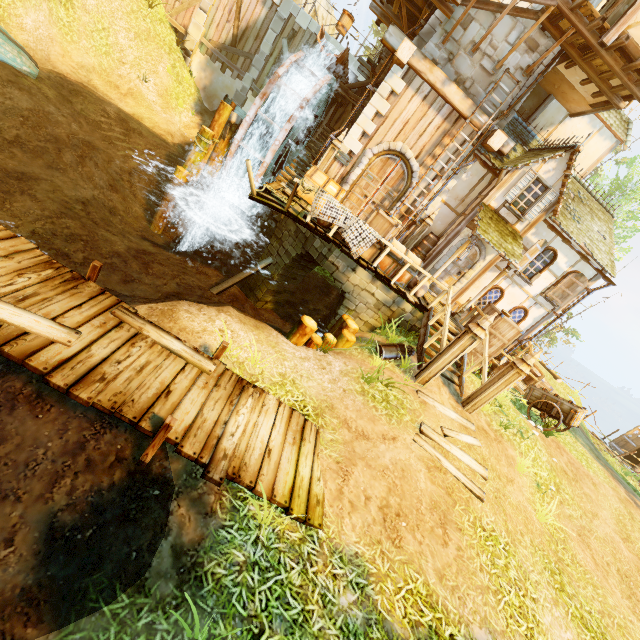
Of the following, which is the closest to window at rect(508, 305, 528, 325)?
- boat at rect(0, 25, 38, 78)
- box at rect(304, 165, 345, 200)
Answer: box at rect(304, 165, 345, 200)

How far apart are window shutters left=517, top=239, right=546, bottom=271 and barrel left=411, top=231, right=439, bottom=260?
3.0 meters

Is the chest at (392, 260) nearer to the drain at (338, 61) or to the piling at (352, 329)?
the piling at (352, 329)

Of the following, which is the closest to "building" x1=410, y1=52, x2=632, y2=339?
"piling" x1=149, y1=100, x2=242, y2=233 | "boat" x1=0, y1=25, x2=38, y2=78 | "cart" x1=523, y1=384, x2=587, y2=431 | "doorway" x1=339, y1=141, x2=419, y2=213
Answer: "doorway" x1=339, y1=141, x2=419, y2=213

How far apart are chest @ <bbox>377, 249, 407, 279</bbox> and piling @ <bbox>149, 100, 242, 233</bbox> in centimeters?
807cm

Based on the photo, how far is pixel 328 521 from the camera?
4.8 meters

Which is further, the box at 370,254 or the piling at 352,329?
the box at 370,254

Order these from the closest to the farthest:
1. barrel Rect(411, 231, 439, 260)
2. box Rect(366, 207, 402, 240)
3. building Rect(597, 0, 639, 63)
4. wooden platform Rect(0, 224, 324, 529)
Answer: wooden platform Rect(0, 224, 324, 529)
building Rect(597, 0, 639, 63)
box Rect(366, 207, 402, 240)
barrel Rect(411, 231, 439, 260)
